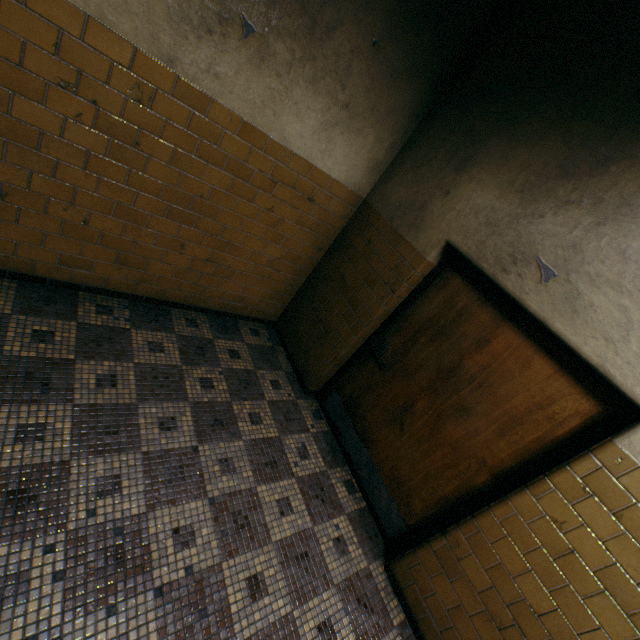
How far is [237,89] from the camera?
2.3m
